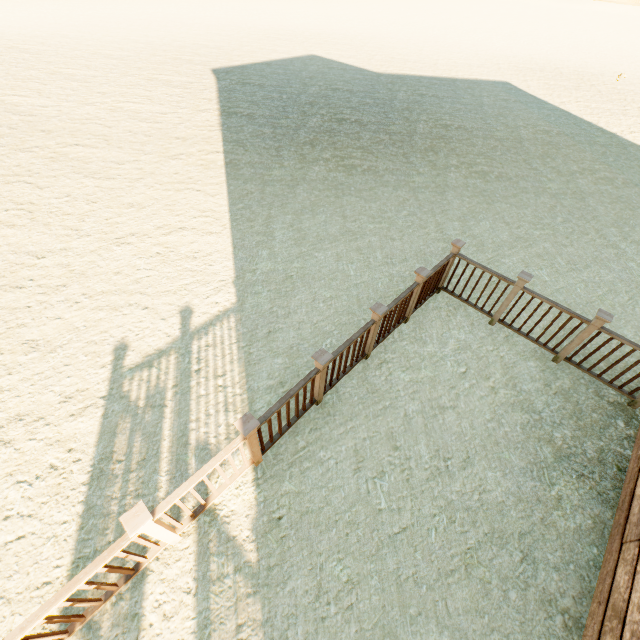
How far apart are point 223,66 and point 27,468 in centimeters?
1770cm
